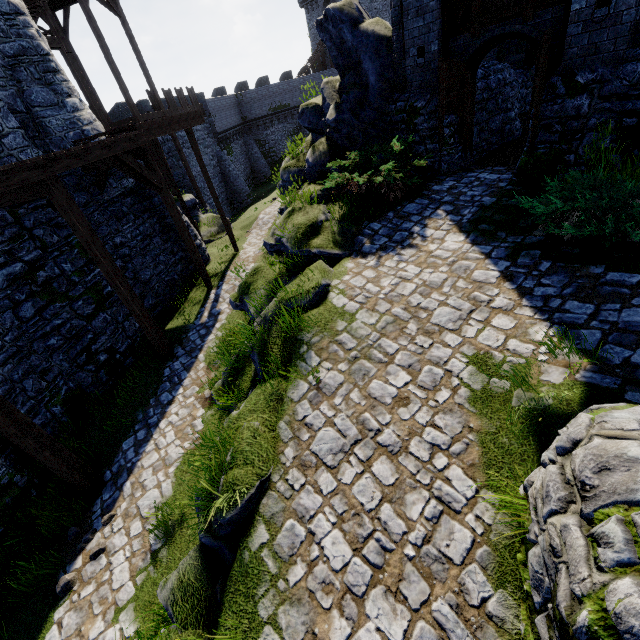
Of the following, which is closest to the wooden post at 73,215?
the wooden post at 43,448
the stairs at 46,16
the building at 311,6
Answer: the wooden post at 43,448

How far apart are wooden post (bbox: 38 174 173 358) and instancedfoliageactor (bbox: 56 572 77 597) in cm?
557

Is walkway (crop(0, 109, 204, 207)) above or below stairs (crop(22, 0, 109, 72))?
below

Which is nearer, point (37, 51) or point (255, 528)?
point (255, 528)

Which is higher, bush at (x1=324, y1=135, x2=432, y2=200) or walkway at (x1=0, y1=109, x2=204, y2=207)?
walkway at (x1=0, y1=109, x2=204, y2=207)

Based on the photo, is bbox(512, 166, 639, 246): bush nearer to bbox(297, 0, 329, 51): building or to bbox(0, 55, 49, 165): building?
bbox(0, 55, 49, 165): building

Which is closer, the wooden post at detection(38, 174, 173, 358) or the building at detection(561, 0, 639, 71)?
the building at detection(561, 0, 639, 71)

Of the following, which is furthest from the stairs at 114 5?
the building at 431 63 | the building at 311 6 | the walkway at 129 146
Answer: the building at 311 6
